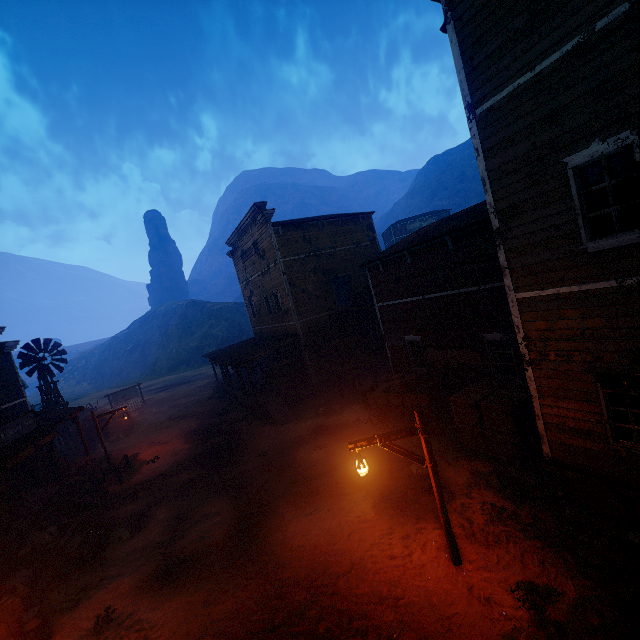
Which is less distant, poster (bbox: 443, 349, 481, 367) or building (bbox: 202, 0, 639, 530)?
building (bbox: 202, 0, 639, 530)

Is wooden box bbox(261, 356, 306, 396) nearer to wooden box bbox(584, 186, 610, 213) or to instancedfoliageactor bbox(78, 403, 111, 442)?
instancedfoliageactor bbox(78, 403, 111, 442)

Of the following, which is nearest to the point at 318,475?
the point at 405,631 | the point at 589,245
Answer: the point at 405,631

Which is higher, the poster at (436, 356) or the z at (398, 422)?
the poster at (436, 356)

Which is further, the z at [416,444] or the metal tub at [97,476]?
the metal tub at [97,476]

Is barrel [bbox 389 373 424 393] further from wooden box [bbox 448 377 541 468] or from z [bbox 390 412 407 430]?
wooden box [bbox 448 377 541 468]

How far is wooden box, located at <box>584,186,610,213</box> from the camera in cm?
622

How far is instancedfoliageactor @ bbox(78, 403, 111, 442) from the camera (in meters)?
24.31
